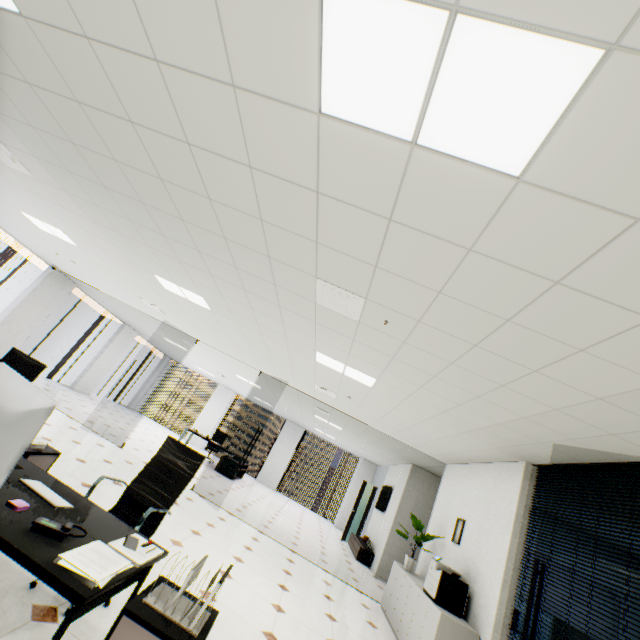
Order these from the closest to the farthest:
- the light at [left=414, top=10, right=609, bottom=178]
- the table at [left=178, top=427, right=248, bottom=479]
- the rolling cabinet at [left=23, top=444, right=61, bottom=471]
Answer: the light at [left=414, top=10, right=609, bottom=178], the rolling cabinet at [left=23, top=444, right=61, bottom=471], the table at [left=178, top=427, right=248, bottom=479]

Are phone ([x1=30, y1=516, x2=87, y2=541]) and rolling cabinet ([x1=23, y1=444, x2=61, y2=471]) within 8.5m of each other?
yes

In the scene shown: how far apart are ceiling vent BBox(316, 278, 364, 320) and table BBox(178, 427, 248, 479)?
10.0m

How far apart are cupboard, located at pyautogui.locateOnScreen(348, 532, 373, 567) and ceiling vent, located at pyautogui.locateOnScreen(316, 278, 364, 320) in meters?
9.0

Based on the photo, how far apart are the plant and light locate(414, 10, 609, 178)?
6.4 meters

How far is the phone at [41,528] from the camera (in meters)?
1.46

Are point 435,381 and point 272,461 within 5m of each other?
no

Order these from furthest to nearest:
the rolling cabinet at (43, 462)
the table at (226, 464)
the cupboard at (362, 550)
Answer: the table at (226, 464) < the cupboard at (362, 550) < the rolling cabinet at (43, 462)
